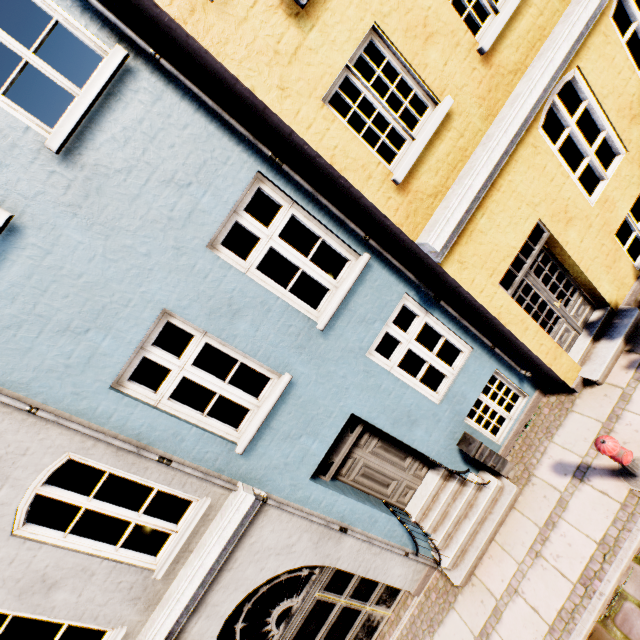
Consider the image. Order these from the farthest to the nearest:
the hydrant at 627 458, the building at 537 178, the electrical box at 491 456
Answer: the electrical box at 491 456, the hydrant at 627 458, the building at 537 178

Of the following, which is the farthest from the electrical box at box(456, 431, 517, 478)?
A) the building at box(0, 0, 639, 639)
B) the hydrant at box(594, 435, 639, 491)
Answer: the hydrant at box(594, 435, 639, 491)

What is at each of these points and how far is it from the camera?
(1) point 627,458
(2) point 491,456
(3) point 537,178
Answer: (1) hydrant, 4.1 meters
(2) electrical box, 5.5 meters
(3) building, 4.7 meters

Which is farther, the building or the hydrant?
the hydrant

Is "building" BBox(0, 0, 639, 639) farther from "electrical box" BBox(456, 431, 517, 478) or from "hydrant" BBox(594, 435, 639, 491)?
"hydrant" BBox(594, 435, 639, 491)

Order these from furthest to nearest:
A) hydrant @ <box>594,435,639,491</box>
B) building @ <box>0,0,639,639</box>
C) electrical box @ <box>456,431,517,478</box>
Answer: electrical box @ <box>456,431,517,478</box>, hydrant @ <box>594,435,639,491</box>, building @ <box>0,0,639,639</box>

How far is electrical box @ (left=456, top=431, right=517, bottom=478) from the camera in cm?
541

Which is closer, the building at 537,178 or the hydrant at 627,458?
the building at 537,178
